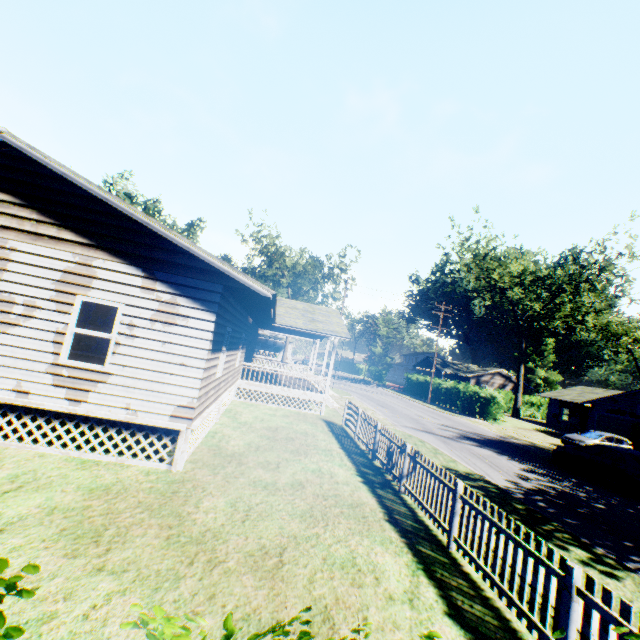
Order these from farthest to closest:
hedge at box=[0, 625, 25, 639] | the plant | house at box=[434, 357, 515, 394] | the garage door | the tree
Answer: house at box=[434, 357, 515, 394]
the tree
the plant
the garage door
hedge at box=[0, 625, 25, 639]

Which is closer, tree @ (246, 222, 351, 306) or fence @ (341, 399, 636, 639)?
fence @ (341, 399, 636, 639)

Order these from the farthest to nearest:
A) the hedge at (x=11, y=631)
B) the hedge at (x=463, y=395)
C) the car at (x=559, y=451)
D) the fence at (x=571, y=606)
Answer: the hedge at (x=463, y=395) → the car at (x=559, y=451) → the fence at (x=571, y=606) → the hedge at (x=11, y=631)

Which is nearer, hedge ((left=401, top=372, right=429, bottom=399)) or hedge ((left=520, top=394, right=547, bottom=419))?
hedge ((left=401, top=372, right=429, bottom=399))

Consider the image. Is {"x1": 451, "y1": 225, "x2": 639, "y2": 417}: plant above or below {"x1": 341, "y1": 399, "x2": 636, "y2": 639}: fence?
above

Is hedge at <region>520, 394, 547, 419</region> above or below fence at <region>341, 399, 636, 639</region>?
above

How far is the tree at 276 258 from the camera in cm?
4475

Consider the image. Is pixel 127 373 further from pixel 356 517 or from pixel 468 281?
pixel 468 281
